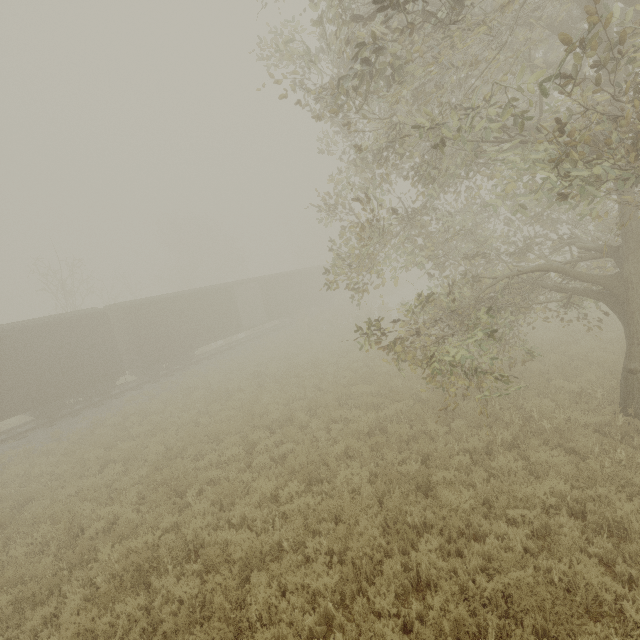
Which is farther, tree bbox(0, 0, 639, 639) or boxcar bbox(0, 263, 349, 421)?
boxcar bbox(0, 263, 349, 421)

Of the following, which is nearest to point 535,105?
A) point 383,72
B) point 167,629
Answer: point 383,72

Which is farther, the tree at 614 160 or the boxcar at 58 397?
the boxcar at 58 397
